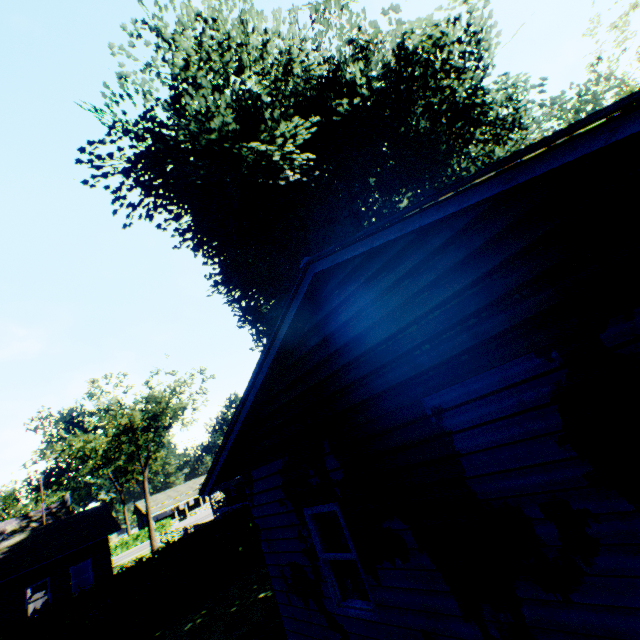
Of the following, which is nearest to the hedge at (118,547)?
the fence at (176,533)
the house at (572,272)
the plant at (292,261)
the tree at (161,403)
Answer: the tree at (161,403)

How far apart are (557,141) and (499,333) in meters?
1.7

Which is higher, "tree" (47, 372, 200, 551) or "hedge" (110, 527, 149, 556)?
"tree" (47, 372, 200, 551)

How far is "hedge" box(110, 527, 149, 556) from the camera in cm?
4719

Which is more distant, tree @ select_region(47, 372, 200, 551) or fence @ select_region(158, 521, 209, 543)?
tree @ select_region(47, 372, 200, 551)

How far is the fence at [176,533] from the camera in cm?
2838

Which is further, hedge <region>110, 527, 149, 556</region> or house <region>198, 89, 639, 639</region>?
hedge <region>110, 527, 149, 556</region>

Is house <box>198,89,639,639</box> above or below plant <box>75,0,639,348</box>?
below
